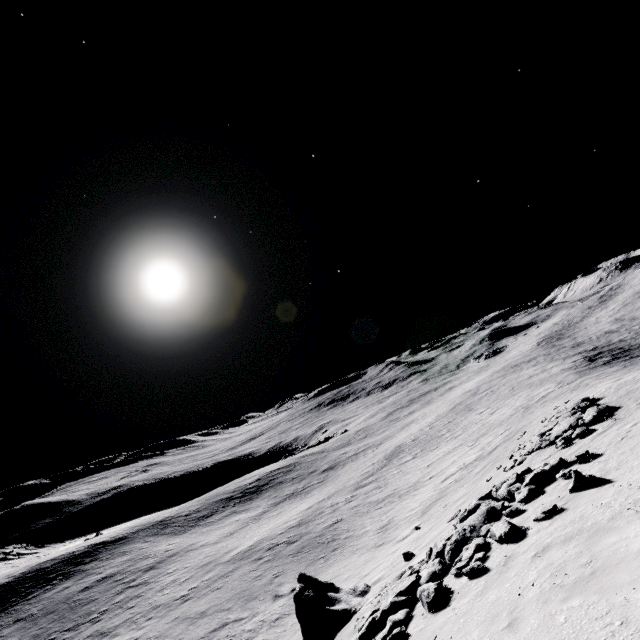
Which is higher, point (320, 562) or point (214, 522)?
point (320, 562)

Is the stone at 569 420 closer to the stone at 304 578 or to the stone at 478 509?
the stone at 478 509

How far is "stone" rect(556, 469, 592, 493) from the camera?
9.40m

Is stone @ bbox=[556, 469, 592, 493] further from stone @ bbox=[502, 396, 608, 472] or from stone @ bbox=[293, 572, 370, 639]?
stone @ bbox=[293, 572, 370, 639]

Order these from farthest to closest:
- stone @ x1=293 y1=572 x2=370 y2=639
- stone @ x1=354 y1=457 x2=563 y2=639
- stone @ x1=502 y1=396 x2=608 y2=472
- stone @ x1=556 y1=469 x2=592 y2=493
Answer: stone @ x1=502 y1=396 x2=608 y2=472, stone @ x1=293 y1=572 x2=370 y2=639, stone @ x1=556 y1=469 x2=592 y2=493, stone @ x1=354 y1=457 x2=563 y2=639

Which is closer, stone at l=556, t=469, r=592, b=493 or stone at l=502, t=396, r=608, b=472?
stone at l=556, t=469, r=592, b=493

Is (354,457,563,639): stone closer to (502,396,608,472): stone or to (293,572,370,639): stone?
(293,572,370,639): stone

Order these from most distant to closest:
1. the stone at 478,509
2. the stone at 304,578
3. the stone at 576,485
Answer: the stone at 304,578 < the stone at 576,485 < the stone at 478,509
